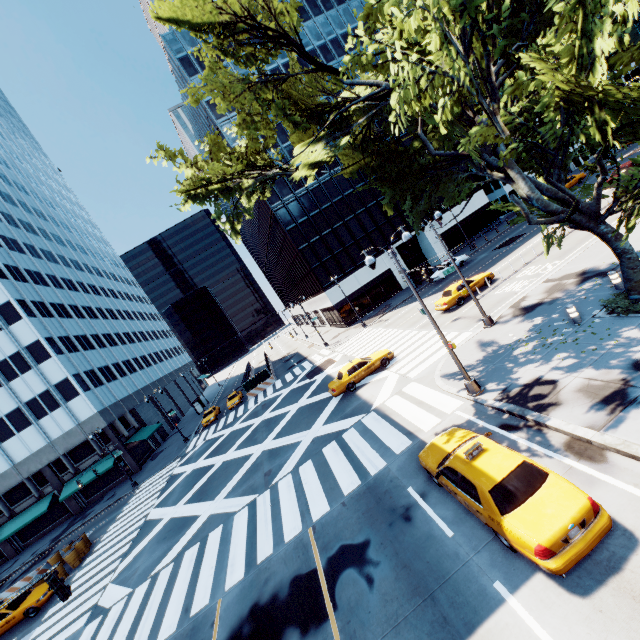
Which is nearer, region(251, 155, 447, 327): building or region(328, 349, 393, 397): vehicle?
region(328, 349, 393, 397): vehicle

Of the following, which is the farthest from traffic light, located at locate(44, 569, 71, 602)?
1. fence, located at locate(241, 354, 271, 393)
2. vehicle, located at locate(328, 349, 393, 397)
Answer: fence, located at locate(241, 354, 271, 393)

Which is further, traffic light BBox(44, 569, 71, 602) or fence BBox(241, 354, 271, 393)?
fence BBox(241, 354, 271, 393)

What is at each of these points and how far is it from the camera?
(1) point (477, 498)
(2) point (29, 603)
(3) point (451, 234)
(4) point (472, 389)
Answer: (1) vehicle, 7.7 meters
(2) vehicle, 19.4 meters
(3) building, 48.8 meters
(4) light, 13.3 meters

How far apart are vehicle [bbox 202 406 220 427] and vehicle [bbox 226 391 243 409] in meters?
1.5 m

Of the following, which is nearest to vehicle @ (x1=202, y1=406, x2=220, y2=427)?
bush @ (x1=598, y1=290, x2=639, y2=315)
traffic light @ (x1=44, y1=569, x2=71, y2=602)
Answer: traffic light @ (x1=44, y1=569, x2=71, y2=602)

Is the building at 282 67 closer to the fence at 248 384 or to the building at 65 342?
the fence at 248 384

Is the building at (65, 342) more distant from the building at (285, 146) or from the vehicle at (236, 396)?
the building at (285, 146)
